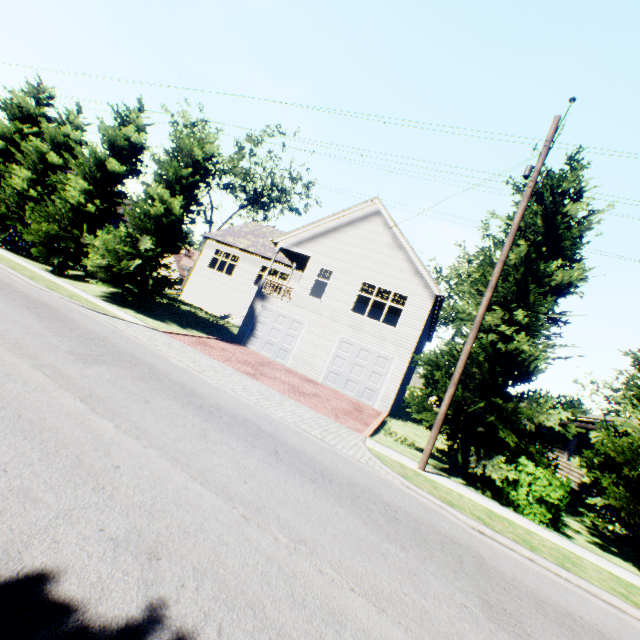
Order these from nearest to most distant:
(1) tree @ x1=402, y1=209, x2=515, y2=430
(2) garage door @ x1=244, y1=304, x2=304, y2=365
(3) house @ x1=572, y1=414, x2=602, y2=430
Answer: (1) tree @ x1=402, y1=209, x2=515, y2=430 → (3) house @ x1=572, y1=414, x2=602, y2=430 → (2) garage door @ x1=244, y1=304, x2=304, y2=365

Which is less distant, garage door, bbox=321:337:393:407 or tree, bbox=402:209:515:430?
tree, bbox=402:209:515:430

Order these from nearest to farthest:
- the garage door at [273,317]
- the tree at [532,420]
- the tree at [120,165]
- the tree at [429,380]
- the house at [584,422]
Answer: the tree at [532,420], the tree at [429,380], the house at [584,422], the tree at [120,165], the garage door at [273,317]

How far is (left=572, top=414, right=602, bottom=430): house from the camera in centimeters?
1587cm

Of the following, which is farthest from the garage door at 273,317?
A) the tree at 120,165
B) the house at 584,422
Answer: the house at 584,422

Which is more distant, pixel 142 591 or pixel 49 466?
pixel 49 466

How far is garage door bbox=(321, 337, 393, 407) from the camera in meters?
17.1 m

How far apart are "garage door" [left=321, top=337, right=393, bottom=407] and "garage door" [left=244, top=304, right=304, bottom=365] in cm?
216
